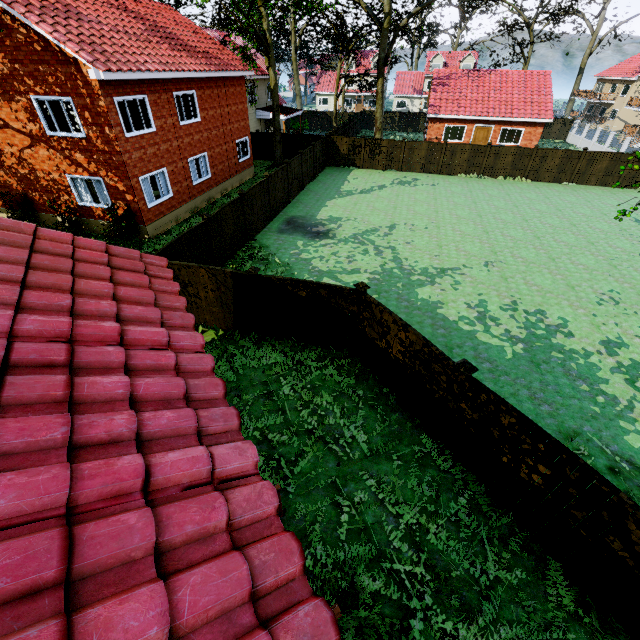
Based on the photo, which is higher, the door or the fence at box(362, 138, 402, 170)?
the door

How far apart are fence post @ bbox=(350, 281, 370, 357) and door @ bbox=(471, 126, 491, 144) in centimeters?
3056cm

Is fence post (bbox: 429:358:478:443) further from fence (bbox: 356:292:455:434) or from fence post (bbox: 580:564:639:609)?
fence post (bbox: 580:564:639:609)

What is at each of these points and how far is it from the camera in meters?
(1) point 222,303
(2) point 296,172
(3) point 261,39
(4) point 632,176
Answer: (1) fence, 9.9 m
(2) fence, 21.3 m
(3) tree, 22.1 m
(4) fence, 24.0 m

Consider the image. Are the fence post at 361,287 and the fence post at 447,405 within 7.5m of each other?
yes

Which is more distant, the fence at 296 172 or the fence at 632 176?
the fence at 632 176

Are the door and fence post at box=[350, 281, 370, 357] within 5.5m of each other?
no

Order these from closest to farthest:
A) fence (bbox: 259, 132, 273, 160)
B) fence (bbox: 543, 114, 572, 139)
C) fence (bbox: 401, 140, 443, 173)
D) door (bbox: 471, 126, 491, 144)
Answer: fence (bbox: 401, 140, 443, 173), fence (bbox: 259, 132, 273, 160), door (bbox: 471, 126, 491, 144), fence (bbox: 543, 114, 572, 139)
